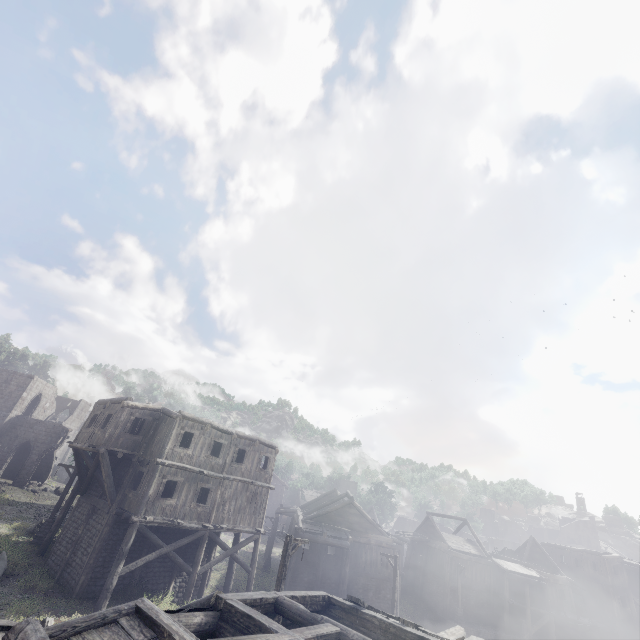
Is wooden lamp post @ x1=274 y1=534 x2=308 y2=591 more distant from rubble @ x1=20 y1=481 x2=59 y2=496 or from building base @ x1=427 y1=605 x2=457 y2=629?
rubble @ x1=20 y1=481 x2=59 y2=496

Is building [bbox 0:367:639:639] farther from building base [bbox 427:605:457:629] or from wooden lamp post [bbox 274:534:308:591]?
wooden lamp post [bbox 274:534:308:591]

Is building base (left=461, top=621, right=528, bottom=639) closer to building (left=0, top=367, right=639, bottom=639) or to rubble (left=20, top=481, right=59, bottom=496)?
building (left=0, top=367, right=639, bottom=639)

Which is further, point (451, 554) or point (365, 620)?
point (451, 554)

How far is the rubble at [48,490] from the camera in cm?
3466

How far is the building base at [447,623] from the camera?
30.6 meters

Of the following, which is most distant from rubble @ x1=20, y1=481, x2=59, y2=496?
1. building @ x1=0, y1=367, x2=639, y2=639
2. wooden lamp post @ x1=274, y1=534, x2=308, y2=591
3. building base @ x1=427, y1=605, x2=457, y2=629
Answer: building base @ x1=427, y1=605, x2=457, y2=629

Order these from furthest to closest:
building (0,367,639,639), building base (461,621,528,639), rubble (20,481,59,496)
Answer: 1. rubble (20,481,59,496)
2. building base (461,621,528,639)
3. building (0,367,639,639)
